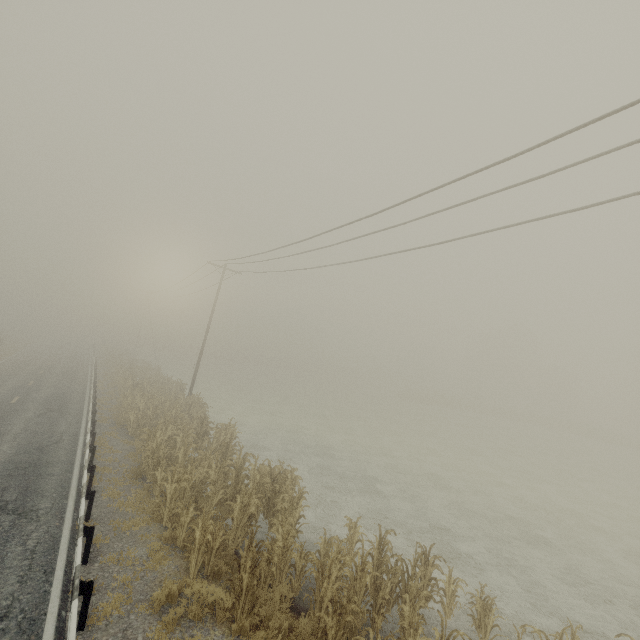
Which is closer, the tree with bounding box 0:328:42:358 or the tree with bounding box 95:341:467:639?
the tree with bounding box 95:341:467:639

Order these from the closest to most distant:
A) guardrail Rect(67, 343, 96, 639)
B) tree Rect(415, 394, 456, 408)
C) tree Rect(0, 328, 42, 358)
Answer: guardrail Rect(67, 343, 96, 639) → tree Rect(0, 328, 42, 358) → tree Rect(415, 394, 456, 408)

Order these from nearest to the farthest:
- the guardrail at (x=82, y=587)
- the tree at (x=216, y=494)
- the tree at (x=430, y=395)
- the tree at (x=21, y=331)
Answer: the guardrail at (x=82, y=587), the tree at (x=216, y=494), the tree at (x=21, y=331), the tree at (x=430, y=395)

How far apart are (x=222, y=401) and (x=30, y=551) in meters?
25.8 m

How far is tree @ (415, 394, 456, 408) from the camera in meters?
57.4 m

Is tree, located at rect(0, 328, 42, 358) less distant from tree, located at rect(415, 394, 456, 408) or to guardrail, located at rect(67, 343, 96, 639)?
guardrail, located at rect(67, 343, 96, 639)

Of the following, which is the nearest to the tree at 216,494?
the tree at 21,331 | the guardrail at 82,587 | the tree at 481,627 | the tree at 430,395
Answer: the tree at 481,627

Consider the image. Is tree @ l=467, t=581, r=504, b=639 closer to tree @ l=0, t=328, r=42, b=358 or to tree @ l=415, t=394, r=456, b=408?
tree @ l=0, t=328, r=42, b=358
